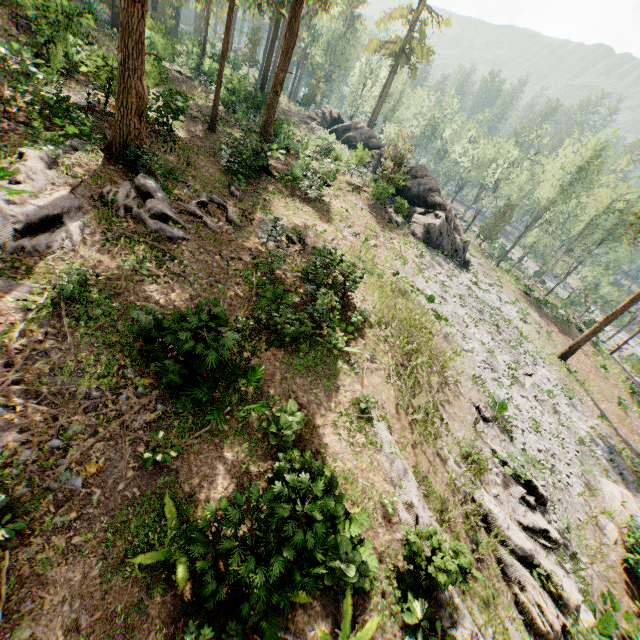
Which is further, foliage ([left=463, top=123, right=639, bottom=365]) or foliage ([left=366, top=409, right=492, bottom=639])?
foliage ([left=463, top=123, right=639, bottom=365])

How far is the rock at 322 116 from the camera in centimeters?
3108cm

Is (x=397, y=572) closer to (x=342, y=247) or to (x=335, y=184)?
(x=342, y=247)

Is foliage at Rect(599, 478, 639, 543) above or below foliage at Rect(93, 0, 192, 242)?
below

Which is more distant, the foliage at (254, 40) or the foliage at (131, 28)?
the foliage at (254, 40)

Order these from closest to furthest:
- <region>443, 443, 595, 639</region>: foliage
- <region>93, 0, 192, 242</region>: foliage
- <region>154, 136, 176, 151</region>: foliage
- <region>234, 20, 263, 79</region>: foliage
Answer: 1. <region>443, 443, 595, 639</region>: foliage
2. <region>93, 0, 192, 242</region>: foliage
3. <region>154, 136, 176, 151</region>: foliage
4. <region>234, 20, 263, 79</region>: foliage
